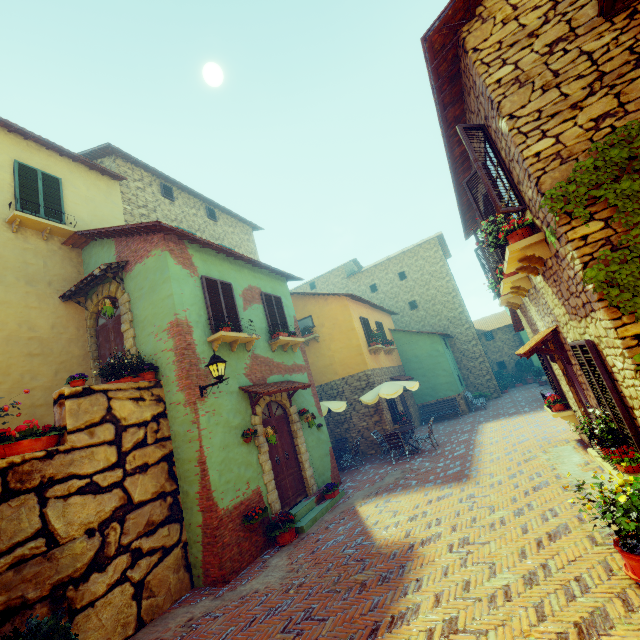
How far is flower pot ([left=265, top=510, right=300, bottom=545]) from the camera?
7.17m

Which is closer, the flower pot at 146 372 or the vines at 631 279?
the vines at 631 279

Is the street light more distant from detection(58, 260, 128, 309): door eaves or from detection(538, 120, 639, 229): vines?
detection(538, 120, 639, 229): vines

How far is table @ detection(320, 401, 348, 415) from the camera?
12.5 meters

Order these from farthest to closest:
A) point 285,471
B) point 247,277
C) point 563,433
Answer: point 247,277
point 563,433
point 285,471

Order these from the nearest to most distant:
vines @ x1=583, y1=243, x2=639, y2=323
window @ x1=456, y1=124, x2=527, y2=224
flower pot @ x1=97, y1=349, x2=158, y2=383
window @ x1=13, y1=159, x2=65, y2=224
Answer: vines @ x1=583, y1=243, x2=639, y2=323
window @ x1=456, y1=124, x2=527, y2=224
flower pot @ x1=97, y1=349, x2=158, y2=383
window @ x1=13, y1=159, x2=65, y2=224

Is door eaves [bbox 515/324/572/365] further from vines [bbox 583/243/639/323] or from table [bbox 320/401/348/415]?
table [bbox 320/401/348/415]

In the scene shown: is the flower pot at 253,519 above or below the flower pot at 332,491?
above
